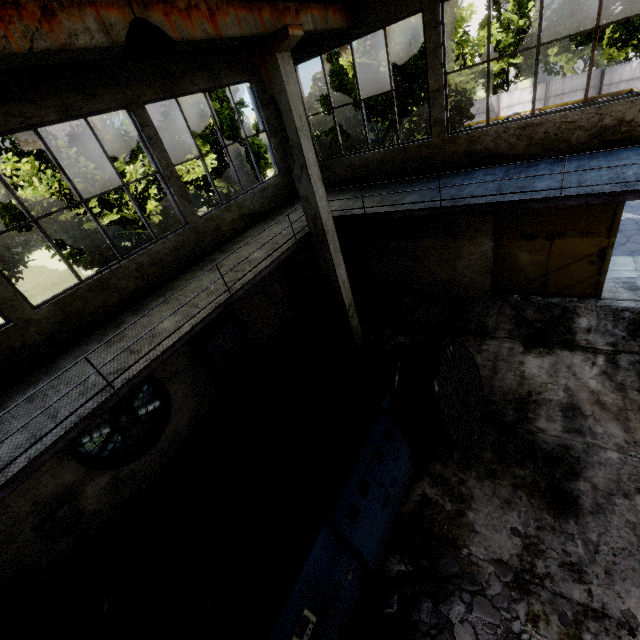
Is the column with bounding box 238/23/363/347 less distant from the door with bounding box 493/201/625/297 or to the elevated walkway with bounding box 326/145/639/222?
the elevated walkway with bounding box 326/145/639/222

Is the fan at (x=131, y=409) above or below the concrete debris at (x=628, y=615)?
above

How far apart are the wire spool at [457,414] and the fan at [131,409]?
5.5 meters

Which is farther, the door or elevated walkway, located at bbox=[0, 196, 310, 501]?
the door

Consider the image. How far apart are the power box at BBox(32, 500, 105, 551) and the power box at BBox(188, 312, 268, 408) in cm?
373

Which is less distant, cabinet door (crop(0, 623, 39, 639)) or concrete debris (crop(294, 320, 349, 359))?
cabinet door (crop(0, 623, 39, 639))

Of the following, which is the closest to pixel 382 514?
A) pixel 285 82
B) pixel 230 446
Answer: pixel 230 446

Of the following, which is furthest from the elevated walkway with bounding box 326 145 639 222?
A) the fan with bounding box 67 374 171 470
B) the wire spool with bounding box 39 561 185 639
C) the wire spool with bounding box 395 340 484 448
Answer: the wire spool with bounding box 39 561 185 639
